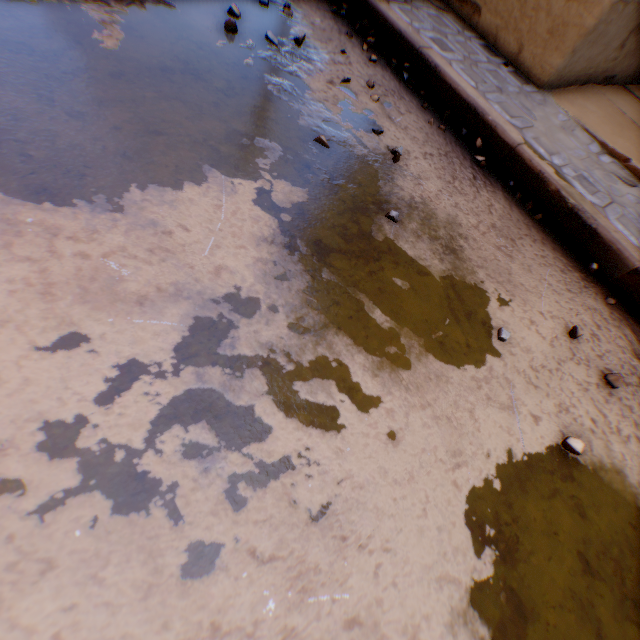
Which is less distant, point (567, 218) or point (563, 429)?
point (563, 429)
